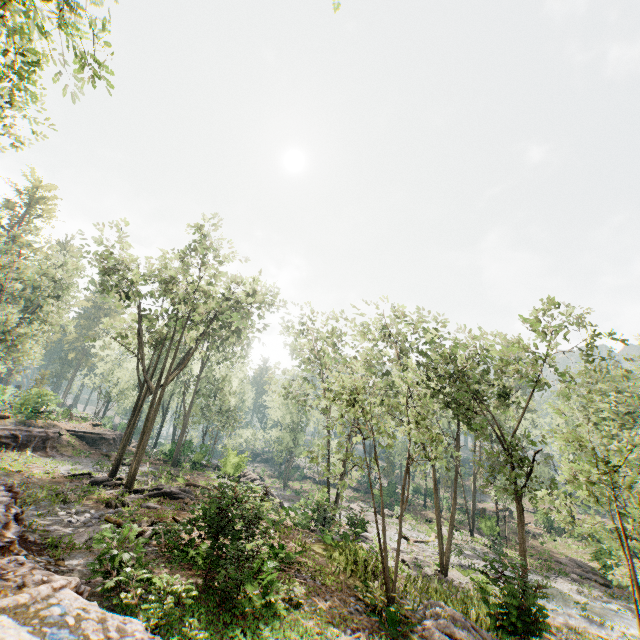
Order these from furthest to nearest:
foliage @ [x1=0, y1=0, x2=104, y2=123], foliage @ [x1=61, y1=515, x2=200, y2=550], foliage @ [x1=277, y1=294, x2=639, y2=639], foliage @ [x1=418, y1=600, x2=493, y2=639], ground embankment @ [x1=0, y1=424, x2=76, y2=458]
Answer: ground embankment @ [x1=0, y1=424, x2=76, y2=458], foliage @ [x1=418, y1=600, x2=493, y2=639], foliage @ [x1=277, y1=294, x2=639, y2=639], foliage @ [x1=61, y1=515, x2=200, y2=550], foliage @ [x1=0, y1=0, x2=104, y2=123]

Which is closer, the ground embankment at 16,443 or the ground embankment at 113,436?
the ground embankment at 16,443

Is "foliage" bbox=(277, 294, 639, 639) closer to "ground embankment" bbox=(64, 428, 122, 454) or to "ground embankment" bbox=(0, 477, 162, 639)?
"ground embankment" bbox=(64, 428, 122, 454)

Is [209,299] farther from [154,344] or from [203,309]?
[154,344]

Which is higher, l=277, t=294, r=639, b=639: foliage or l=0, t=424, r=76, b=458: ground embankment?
l=277, t=294, r=639, b=639: foliage

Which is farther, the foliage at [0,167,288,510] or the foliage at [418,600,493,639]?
the foliage at [0,167,288,510]

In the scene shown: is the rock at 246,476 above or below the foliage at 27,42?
below

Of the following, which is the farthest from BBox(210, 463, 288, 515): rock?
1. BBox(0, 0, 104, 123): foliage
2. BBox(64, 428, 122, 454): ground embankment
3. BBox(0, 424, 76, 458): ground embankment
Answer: BBox(64, 428, 122, 454): ground embankment
